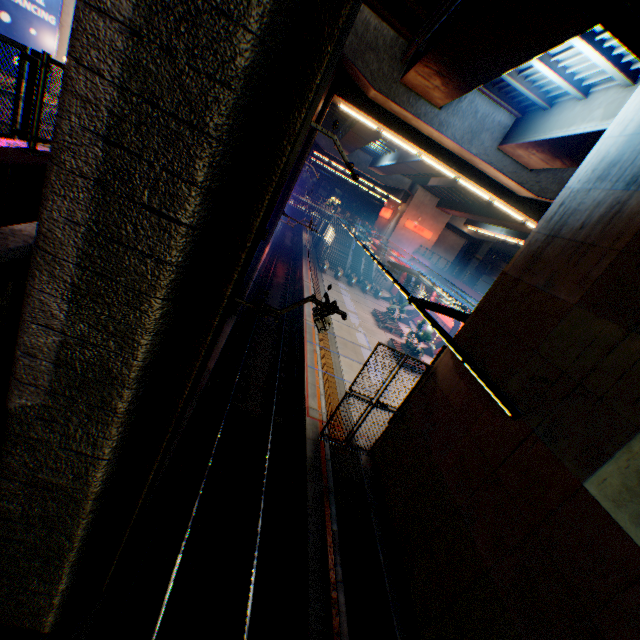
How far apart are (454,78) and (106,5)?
12.6 meters

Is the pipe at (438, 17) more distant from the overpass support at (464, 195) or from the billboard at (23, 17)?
the billboard at (23, 17)

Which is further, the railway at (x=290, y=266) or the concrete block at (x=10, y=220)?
the railway at (x=290, y=266)

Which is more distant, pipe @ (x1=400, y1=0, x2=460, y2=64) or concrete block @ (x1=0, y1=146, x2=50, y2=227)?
pipe @ (x1=400, y1=0, x2=460, y2=64)

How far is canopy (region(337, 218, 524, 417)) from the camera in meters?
7.4 m

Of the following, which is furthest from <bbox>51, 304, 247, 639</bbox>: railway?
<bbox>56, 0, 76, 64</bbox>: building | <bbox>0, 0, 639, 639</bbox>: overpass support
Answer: <bbox>56, 0, 76, 64</bbox>: building

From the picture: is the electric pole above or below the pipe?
below

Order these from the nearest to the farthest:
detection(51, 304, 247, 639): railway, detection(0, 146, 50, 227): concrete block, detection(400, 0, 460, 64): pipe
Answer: detection(0, 146, 50, 227): concrete block < detection(51, 304, 247, 639): railway < detection(400, 0, 460, 64): pipe
